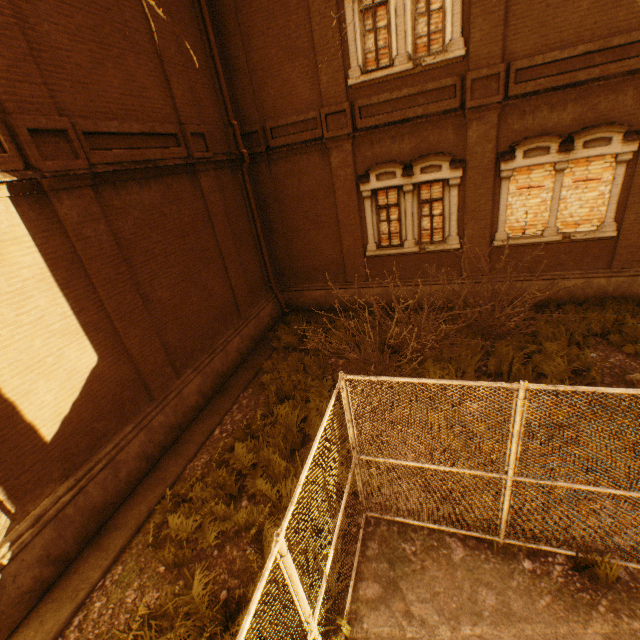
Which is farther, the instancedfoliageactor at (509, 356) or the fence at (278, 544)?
the instancedfoliageactor at (509, 356)

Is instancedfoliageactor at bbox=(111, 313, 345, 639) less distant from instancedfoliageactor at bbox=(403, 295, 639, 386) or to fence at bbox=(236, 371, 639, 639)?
fence at bbox=(236, 371, 639, 639)

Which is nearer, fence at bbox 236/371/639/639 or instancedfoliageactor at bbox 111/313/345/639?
fence at bbox 236/371/639/639

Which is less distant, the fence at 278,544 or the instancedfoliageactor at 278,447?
the fence at 278,544

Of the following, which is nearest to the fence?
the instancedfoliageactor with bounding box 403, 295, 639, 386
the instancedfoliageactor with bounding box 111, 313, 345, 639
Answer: the instancedfoliageactor with bounding box 111, 313, 345, 639

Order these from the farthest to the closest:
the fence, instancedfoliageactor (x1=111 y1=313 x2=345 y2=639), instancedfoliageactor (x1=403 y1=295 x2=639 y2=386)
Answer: instancedfoliageactor (x1=403 y1=295 x2=639 y2=386)
instancedfoliageactor (x1=111 y1=313 x2=345 y2=639)
the fence

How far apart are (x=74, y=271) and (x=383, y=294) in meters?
9.0
